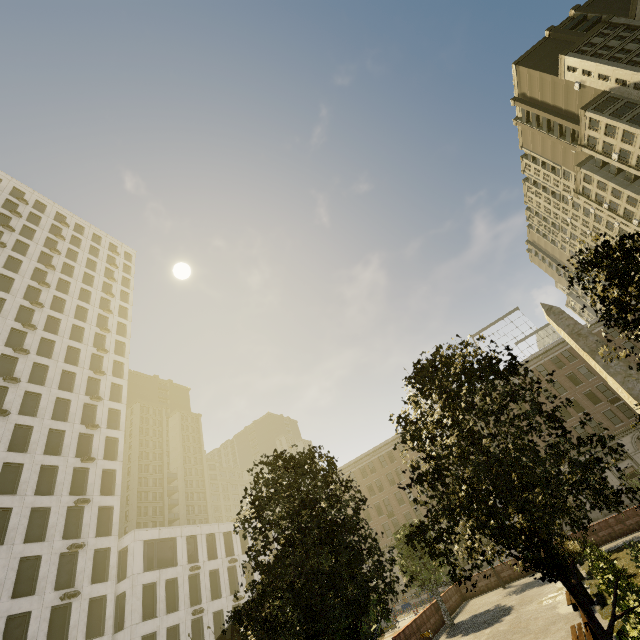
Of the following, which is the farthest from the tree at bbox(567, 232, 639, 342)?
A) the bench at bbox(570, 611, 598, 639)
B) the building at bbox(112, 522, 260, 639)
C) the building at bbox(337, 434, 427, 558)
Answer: the building at bbox(112, 522, 260, 639)

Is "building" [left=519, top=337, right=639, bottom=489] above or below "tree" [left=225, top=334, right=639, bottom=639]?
above

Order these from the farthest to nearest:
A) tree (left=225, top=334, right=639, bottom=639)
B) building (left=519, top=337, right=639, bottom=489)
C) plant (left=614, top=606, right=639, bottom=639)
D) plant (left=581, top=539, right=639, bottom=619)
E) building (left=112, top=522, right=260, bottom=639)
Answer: building (left=519, top=337, right=639, bottom=489) → building (left=112, top=522, right=260, bottom=639) → plant (left=581, top=539, right=639, bottom=619) → plant (left=614, top=606, right=639, bottom=639) → tree (left=225, top=334, right=639, bottom=639)

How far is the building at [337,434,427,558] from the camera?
49.56m

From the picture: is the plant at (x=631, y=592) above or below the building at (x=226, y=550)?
below

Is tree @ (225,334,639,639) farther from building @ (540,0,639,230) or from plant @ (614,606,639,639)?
building @ (540,0,639,230)

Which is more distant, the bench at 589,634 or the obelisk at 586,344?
the obelisk at 586,344

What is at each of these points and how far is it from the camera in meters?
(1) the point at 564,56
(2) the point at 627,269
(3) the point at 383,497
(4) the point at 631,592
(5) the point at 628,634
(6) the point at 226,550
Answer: (1) building, 53.4 m
(2) tree, 7.9 m
(3) building, 52.1 m
(4) plant, 11.4 m
(5) plant, 7.5 m
(6) building, 43.2 m
